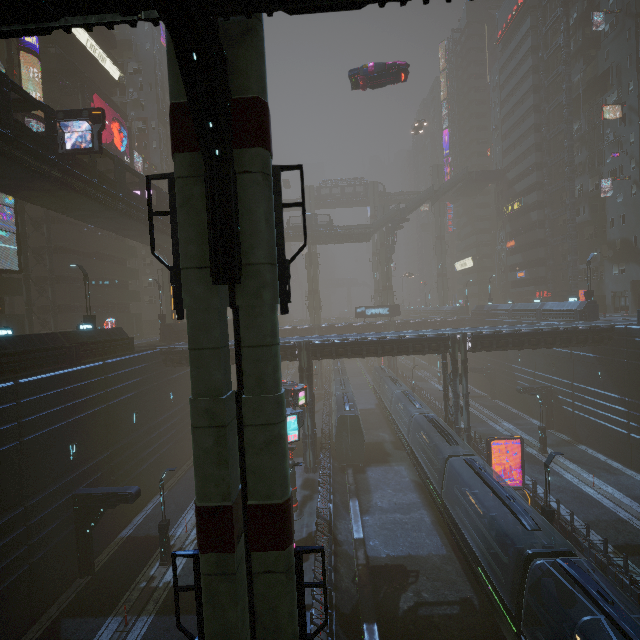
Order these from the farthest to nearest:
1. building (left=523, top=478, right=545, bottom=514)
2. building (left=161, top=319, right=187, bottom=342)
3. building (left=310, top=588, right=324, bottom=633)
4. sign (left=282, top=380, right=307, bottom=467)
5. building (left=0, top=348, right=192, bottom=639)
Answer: building (left=161, top=319, right=187, bottom=342) → building (left=523, top=478, right=545, bottom=514) → sign (left=282, top=380, right=307, bottom=467) → building (left=0, top=348, right=192, bottom=639) → building (left=310, top=588, right=324, bottom=633)

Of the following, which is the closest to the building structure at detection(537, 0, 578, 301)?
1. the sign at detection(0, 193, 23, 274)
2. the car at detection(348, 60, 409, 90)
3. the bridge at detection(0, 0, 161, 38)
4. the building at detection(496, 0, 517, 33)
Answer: the building at detection(496, 0, 517, 33)

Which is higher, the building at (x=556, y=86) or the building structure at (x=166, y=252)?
the building at (x=556, y=86)

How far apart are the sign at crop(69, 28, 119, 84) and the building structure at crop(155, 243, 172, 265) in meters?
22.7 m

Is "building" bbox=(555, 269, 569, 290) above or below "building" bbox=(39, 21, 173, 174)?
below

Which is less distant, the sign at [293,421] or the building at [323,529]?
the building at [323,529]

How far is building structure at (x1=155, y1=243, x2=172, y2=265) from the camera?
36.0m

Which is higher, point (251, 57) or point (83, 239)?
point (83, 239)
